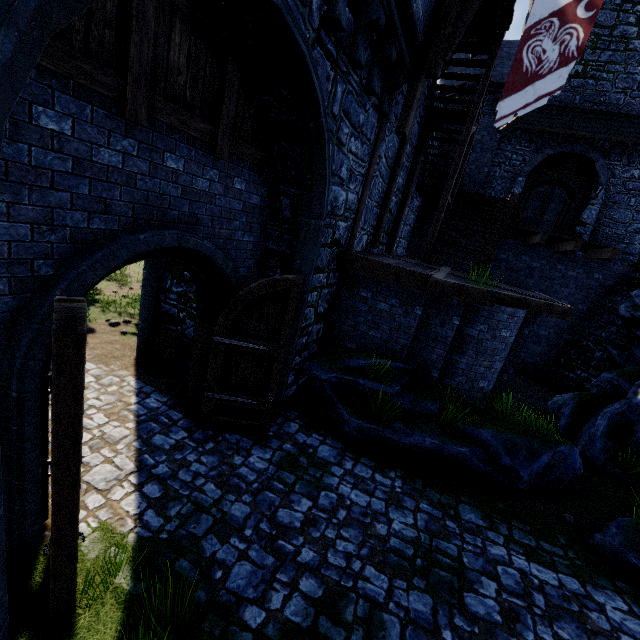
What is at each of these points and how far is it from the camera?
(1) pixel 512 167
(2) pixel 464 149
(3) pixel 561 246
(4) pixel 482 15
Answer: (1) building tower, 15.12m
(2) stairs, 8.80m
(3) walkway, 13.71m
(4) walkway, 7.68m

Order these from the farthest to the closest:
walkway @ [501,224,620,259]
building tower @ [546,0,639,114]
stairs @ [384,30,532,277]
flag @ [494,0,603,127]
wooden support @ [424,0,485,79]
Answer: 1. building tower @ [546,0,639,114]
2. walkway @ [501,224,620,259]
3. stairs @ [384,30,532,277]
4. wooden support @ [424,0,485,79]
5. flag @ [494,0,603,127]

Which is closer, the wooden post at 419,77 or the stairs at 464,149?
the wooden post at 419,77

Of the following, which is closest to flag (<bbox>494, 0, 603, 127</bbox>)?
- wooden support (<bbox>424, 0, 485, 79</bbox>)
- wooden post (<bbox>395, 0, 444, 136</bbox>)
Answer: wooden support (<bbox>424, 0, 485, 79</bbox>)

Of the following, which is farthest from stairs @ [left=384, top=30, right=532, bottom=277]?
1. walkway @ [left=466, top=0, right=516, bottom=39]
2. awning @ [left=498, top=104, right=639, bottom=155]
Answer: awning @ [left=498, top=104, right=639, bottom=155]

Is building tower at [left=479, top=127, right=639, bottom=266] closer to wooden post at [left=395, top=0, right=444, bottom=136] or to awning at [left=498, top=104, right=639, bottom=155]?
awning at [left=498, top=104, right=639, bottom=155]

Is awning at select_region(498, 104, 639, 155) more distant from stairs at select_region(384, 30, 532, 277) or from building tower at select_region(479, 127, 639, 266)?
stairs at select_region(384, 30, 532, 277)

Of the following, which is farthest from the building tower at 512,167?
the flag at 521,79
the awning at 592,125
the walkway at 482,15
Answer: the flag at 521,79
